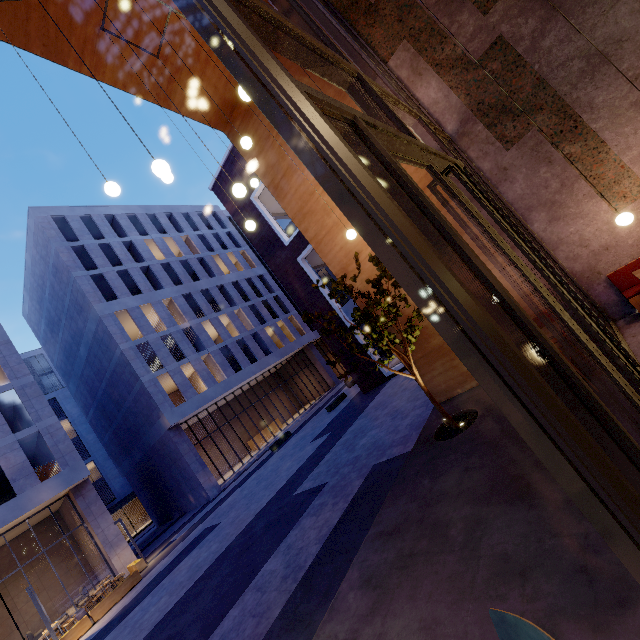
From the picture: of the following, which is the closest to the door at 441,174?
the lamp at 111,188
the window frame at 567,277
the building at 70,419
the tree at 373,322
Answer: the window frame at 567,277

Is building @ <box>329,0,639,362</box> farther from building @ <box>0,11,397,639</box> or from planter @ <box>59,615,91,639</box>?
building @ <box>0,11,397,639</box>

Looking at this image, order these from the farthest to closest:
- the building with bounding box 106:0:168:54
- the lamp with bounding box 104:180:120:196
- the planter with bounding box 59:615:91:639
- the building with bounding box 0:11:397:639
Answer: the planter with bounding box 59:615:91:639, the building with bounding box 0:11:397:639, the building with bounding box 106:0:168:54, the lamp with bounding box 104:180:120:196

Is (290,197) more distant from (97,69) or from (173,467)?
(173,467)

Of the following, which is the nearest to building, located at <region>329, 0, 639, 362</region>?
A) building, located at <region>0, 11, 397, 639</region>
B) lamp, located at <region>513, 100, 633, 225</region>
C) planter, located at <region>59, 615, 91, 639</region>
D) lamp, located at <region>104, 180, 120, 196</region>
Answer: lamp, located at <region>513, 100, 633, 225</region>

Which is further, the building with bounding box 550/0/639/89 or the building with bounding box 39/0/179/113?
the building with bounding box 39/0/179/113

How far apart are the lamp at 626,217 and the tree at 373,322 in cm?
265

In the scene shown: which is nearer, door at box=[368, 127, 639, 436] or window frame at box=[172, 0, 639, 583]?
window frame at box=[172, 0, 639, 583]
